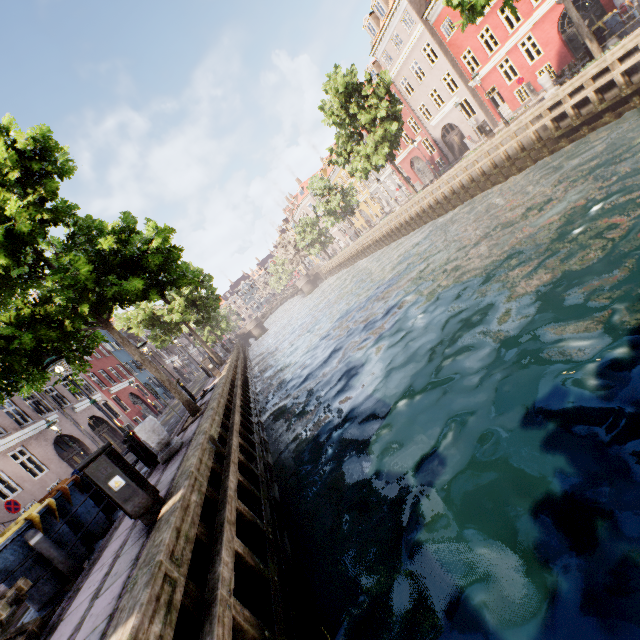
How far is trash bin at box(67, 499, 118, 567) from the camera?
5.5m

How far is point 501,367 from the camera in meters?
5.9

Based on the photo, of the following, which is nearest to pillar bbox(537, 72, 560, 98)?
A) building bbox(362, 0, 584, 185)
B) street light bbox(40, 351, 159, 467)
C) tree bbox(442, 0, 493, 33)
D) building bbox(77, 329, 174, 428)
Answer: tree bbox(442, 0, 493, 33)

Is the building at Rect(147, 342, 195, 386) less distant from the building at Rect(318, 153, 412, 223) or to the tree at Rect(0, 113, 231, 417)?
the tree at Rect(0, 113, 231, 417)

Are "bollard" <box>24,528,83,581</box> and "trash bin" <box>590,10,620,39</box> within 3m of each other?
no

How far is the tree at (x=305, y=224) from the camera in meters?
39.7

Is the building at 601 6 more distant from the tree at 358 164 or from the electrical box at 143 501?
the electrical box at 143 501

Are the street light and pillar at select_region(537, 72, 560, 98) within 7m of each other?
no
